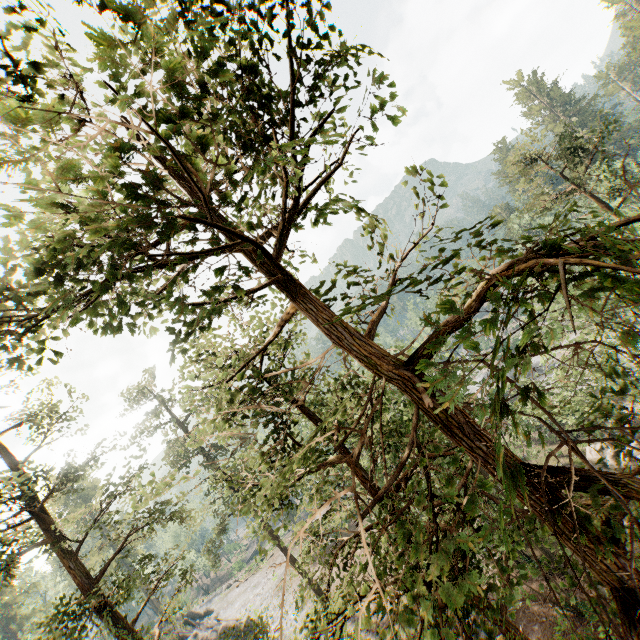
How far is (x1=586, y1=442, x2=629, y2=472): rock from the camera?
24.2m

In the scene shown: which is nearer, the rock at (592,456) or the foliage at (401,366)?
the foliage at (401,366)

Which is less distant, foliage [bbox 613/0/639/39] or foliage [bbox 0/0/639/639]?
foliage [bbox 0/0/639/639]

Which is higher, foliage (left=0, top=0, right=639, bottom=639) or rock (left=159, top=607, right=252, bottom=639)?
foliage (left=0, top=0, right=639, bottom=639)

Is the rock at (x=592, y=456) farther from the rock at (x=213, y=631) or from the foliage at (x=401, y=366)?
the rock at (x=213, y=631)

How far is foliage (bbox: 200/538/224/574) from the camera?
29.55m

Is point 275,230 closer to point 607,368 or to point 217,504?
point 607,368

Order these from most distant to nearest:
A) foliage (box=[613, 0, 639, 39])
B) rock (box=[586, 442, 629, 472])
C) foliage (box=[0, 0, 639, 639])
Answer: foliage (box=[613, 0, 639, 39]), rock (box=[586, 442, 629, 472]), foliage (box=[0, 0, 639, 639])
